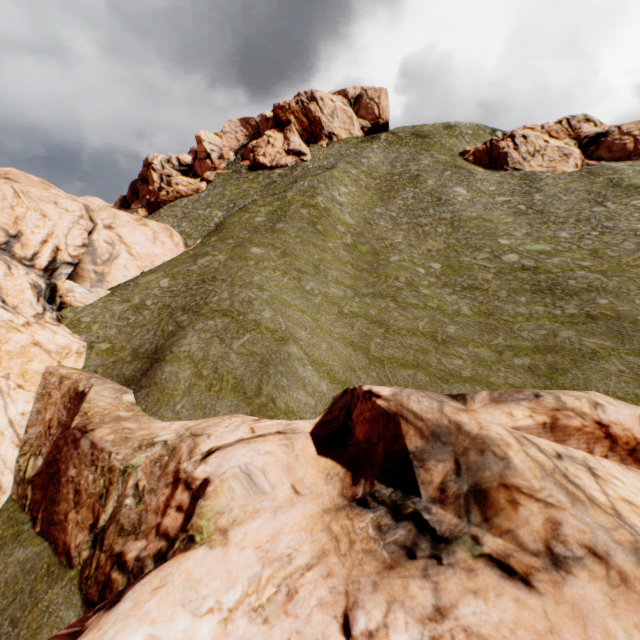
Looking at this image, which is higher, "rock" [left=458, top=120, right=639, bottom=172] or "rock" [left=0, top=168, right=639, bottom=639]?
"rock" [left=458, top=120, right=639, bottom=172]

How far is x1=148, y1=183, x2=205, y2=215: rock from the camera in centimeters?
5666cm

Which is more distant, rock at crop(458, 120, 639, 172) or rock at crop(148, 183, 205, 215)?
rock at crop(148, 183, 205, 215)

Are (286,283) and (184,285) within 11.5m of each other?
yes

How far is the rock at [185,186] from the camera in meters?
56.7 m

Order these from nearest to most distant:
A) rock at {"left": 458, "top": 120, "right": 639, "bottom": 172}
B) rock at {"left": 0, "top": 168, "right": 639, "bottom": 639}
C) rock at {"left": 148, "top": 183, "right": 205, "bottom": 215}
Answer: rock at {"left": 0, "top": 168, "right": 639, "bottom": 639} < rock at {"left": 458, "top": 120, "right": 639, "bottom": 172} < rock at {"left": 148, "top": 183, "right": 205, "bottom": 215}

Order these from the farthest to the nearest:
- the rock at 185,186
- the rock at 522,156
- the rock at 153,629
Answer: the rock at 185,186, the rock at 522,156, the rock at 153,629
